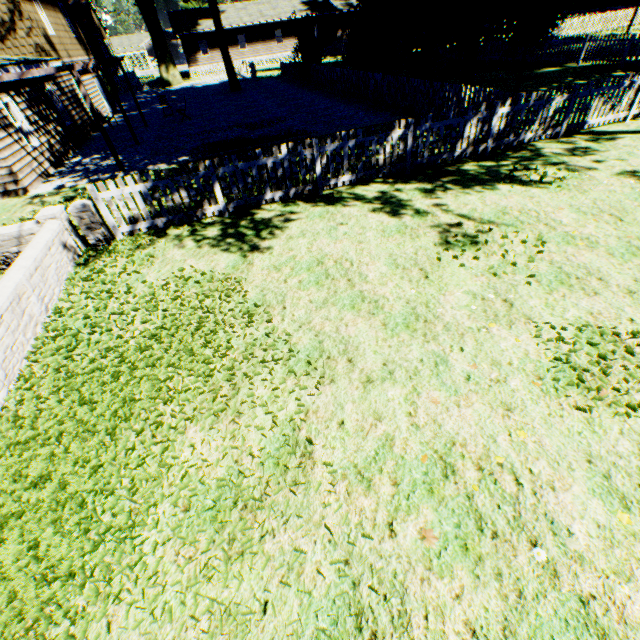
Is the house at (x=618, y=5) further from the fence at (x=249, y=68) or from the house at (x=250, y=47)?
the house at (x=250, y=47)

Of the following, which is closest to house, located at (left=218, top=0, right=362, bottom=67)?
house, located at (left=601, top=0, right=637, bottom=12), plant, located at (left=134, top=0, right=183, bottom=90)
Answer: plant, located at (left=134, top=0, right=183, bottom=90)

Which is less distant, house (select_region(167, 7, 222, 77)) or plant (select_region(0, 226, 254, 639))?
plant (select_region(0, 226, 254, 639))

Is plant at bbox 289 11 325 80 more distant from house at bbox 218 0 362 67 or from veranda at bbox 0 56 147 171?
veranda at bbox 0 56 147 171

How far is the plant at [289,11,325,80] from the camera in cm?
2217

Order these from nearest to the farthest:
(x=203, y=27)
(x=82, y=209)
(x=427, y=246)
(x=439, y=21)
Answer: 1. (x=427, y=246)
2. (x=82, y=209)
3. (x=439, y=21)
4. (x=203, y=27)

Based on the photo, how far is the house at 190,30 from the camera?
39.75m

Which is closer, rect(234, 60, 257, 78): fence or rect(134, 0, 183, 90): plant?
rect(234, 60, 257, 78): fence
